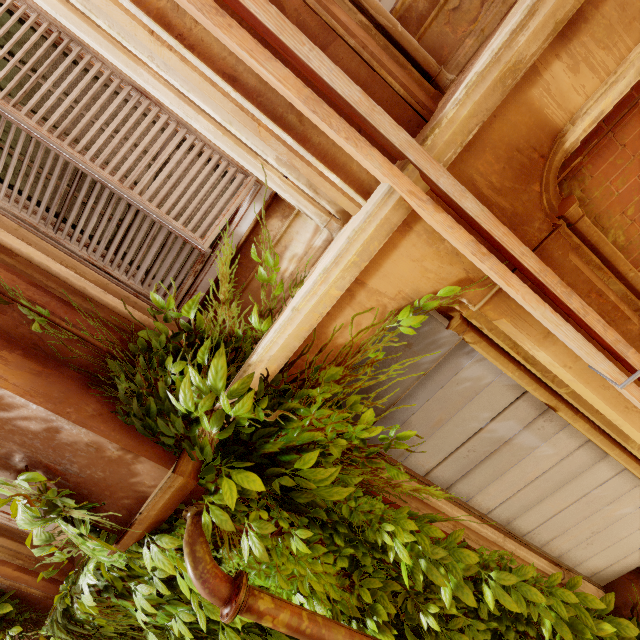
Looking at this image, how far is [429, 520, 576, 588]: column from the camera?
3.0 meters

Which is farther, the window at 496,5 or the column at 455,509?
the column at 455,509

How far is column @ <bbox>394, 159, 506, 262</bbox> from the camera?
1.5m

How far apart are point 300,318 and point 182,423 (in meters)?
1.07

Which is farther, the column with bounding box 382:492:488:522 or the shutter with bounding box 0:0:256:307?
Answer: the column with bounding box 382:492:488:522

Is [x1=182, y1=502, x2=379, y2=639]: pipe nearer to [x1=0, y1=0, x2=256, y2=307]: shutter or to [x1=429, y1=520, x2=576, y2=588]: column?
[x1=429, y1=520, x2=576, y2=588]: column

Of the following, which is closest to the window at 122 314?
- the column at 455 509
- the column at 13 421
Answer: the column at 13 421

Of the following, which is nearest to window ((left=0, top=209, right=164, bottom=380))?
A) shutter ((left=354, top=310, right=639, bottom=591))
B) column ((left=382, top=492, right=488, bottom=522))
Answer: shutter ((left=354, top=310, right=639, bottom=591))
